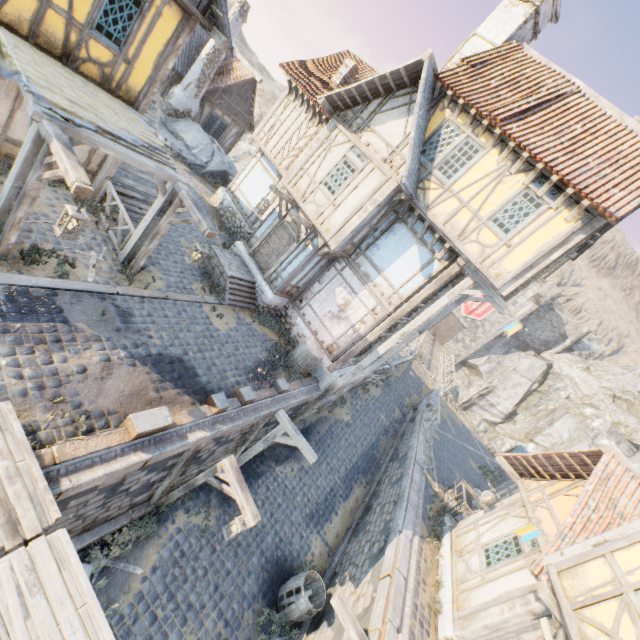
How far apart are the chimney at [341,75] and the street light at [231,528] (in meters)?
16.43

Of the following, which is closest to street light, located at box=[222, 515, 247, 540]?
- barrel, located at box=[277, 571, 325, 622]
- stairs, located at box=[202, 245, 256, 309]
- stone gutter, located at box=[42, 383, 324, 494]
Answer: stone gutter, located at box=[42, 383, 324, 494]

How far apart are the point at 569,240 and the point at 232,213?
14.1 meters

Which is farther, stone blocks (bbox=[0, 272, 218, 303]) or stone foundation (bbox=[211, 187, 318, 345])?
stone foundation (bbox=[211, 187, 318, 345])

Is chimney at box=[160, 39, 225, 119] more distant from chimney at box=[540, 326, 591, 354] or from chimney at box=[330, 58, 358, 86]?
chimney at box=[540, 326, 591, 354]

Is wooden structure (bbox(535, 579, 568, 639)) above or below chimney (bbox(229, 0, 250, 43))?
below

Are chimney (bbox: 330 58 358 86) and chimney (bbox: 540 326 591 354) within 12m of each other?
no

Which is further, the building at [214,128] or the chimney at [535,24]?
the building at [214,128]
